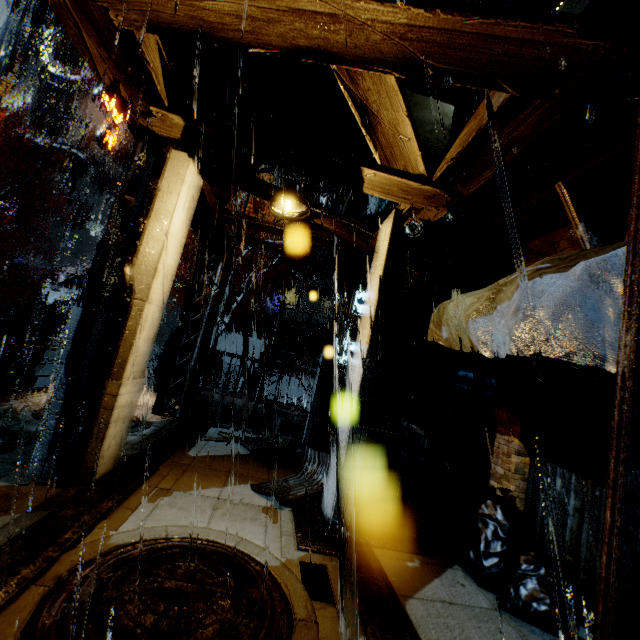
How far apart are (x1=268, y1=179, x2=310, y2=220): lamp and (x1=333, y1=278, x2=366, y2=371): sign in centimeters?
527cm

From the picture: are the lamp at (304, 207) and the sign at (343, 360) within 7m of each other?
yes

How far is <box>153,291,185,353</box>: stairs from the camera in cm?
2064

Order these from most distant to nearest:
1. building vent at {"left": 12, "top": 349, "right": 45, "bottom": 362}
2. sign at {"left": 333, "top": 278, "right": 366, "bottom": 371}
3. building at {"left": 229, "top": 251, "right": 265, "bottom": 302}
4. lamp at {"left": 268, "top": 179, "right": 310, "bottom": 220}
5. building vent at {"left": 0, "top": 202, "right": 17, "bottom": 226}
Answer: building vent at {"left": 0, "top": 202, "right": 17, "bottom": 226}
building at {"left": 229, "top": 251, "right": 265, "bottom": 302}
building vent at {"left": 12, "top": 349, "right": 45, "bottom": 362}
sign at {"left": 333, "top": 278, "right": 366, "bottom": 371}
lamp at {"left": 268, "top": 179, "right": 310, "bottom": 220}

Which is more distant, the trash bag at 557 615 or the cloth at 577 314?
the trash bag at 557 615

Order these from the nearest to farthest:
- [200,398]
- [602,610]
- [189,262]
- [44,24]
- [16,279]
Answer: [602,610]
[200,398]
[16,279]
[189,262]
[44,24]

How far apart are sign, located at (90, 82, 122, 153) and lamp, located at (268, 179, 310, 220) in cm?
3487

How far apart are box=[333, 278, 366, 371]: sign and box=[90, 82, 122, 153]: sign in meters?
33.0 m
